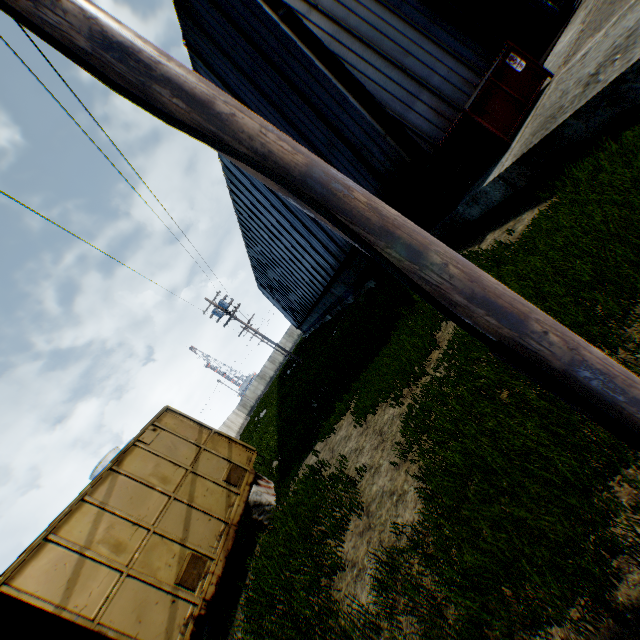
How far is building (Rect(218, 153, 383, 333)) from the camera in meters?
15.4

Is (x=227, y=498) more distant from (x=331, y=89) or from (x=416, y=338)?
(x=331, y=89)

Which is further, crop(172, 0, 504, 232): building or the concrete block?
the concrete block

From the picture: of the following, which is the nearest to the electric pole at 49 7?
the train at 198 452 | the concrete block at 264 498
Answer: the train at 198 452

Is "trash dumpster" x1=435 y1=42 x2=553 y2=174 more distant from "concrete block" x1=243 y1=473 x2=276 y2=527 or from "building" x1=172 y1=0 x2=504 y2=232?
"concrete block" x1=243 y1=473 x2=276 y2=527

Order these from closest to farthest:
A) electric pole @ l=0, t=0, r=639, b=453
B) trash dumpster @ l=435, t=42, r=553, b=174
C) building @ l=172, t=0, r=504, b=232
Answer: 1. electric pole @ l=0, t=0, r=639, b=453
2. trash dumpster @ l=435, t=42, r=553, b=174
3. building @ l=172, t=0, r=504, b=232

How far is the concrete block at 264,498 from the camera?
8.6 meters
